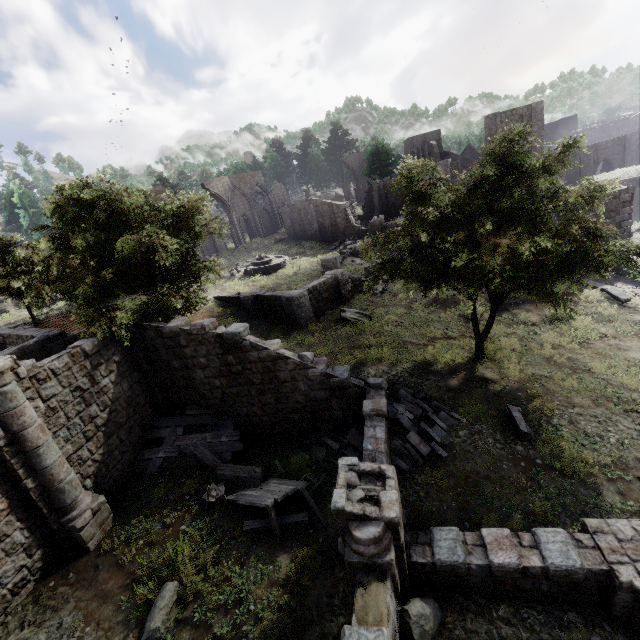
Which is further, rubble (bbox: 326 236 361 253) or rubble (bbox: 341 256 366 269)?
rubble (bbox: 326 236 361 253)

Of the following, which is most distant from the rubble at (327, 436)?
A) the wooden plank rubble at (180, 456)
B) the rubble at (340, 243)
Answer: the rubble at (340, 243)

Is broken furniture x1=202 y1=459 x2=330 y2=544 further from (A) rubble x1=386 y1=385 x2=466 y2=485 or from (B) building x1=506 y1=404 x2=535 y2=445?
(B) building x1=506 y1=404 x2=535 y2=445

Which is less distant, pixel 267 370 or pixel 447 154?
pixel 267 370

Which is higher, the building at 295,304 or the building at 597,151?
the building at 597,151

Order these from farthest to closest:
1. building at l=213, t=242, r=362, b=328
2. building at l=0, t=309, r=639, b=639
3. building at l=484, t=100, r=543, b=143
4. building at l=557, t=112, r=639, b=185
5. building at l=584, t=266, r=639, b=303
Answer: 1. building at l=557, t=112, r=639, b=185
2. building at l=484, t=100, r=543, b=143
3. building at l=213, t=242, r=362, b=328
4. building at l=584, t=266, r=639, b=303
5. building at l=0, t=309, r=639, b=639

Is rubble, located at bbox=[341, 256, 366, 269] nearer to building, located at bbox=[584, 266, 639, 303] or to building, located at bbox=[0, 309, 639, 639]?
building, located at bbox=[584, 266, 639, 303]

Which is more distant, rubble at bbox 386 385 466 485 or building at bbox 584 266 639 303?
building at bbox 584 266 639 303
